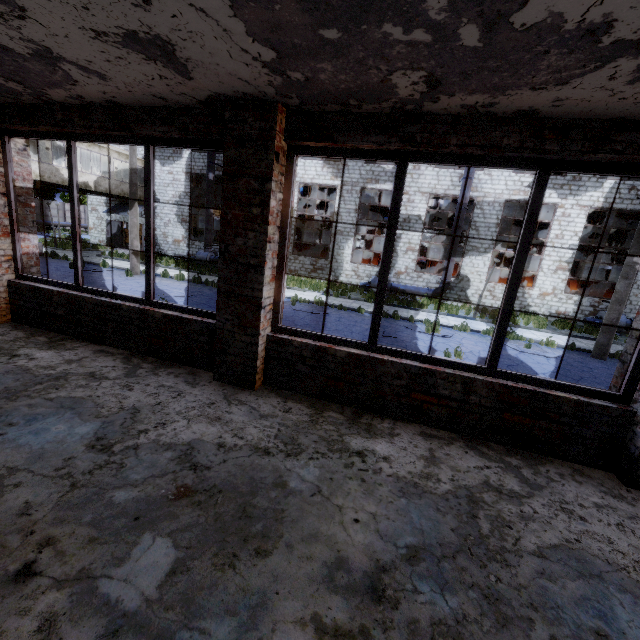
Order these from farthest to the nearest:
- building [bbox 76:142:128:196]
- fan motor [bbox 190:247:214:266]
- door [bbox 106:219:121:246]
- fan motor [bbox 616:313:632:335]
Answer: door [bbox 106:219:121:246] → fan motor [bbox 190:247:214:266] → building [bbox 76:142:128:196] → fan motor [bbox 616:313:632:335]

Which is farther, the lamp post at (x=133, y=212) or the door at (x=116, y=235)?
the door at (x=116, y=235)

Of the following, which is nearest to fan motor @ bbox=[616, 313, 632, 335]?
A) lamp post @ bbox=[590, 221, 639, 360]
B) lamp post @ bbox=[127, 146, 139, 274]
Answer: lamp post @ bbox=[590, 221, 639, 360]

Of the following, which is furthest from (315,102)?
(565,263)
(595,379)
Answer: (565,263)

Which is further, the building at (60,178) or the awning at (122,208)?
the awning at (122,208)

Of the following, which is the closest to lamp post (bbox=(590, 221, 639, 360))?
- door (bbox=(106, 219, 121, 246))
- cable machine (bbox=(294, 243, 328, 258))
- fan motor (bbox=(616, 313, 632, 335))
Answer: fan motor (bbox=(616, 313, 632, 335))

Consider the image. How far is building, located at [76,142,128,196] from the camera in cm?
2133

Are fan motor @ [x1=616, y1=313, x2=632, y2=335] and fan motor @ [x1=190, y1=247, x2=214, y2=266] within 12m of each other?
no
